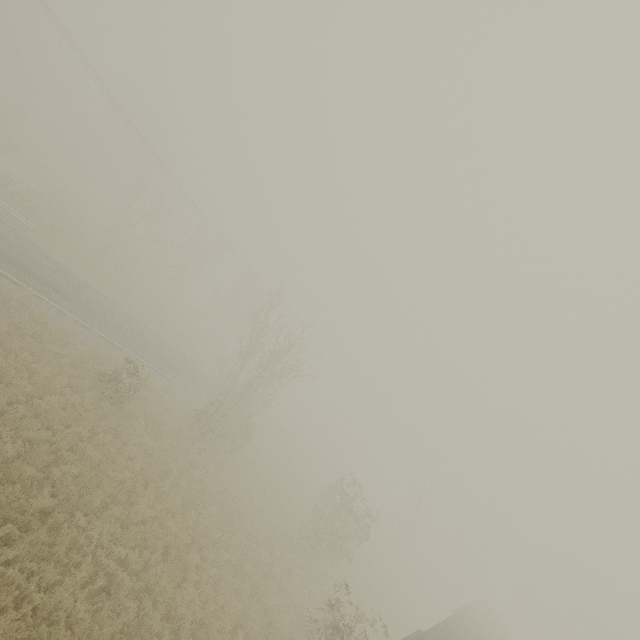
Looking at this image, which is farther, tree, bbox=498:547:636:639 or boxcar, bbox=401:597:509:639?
tree, bbox=498:547:636:639

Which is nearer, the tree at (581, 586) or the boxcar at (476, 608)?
the boxcar at (476, 608)

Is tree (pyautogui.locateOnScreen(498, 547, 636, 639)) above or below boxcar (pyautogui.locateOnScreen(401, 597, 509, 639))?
above

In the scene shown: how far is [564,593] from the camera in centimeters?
4419cm

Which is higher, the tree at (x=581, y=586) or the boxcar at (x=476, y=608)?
the tree at (x=581, y=586)
